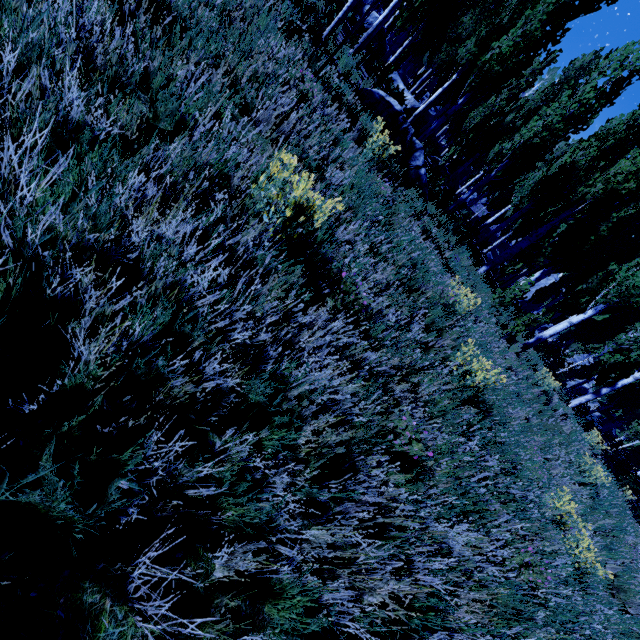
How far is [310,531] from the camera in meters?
1.5 m

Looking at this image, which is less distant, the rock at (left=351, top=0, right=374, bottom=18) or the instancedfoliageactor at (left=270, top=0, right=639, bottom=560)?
the instancedfoliageactor at (left=270, top=0, right=639, bottom=560)

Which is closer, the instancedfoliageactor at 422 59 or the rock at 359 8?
the instancedfoliageactor at 422 59
